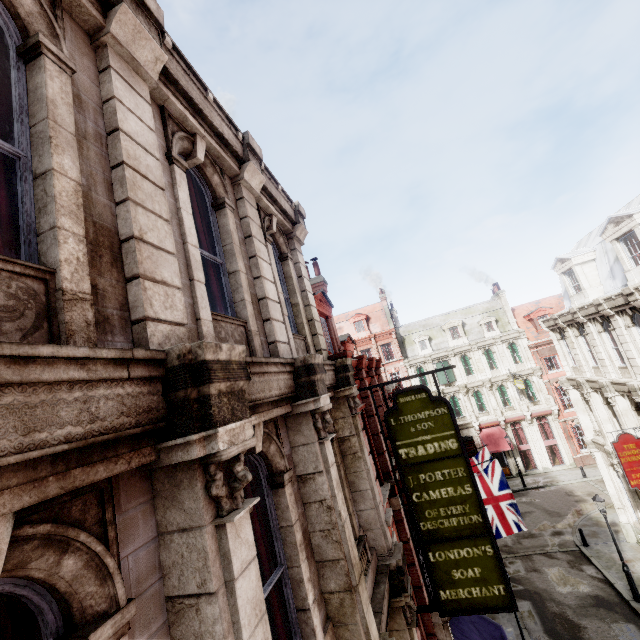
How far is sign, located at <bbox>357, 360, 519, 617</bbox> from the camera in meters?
6.4 m

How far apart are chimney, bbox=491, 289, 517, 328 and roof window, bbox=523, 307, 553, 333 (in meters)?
1.40

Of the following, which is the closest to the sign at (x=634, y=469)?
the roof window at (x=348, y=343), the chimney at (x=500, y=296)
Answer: the roof window at (x=348, y=343)

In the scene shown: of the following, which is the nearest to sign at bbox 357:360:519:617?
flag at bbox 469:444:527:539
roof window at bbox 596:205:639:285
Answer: flag at bbox 469:444:527:539

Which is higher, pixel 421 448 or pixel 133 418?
pixel 133 418

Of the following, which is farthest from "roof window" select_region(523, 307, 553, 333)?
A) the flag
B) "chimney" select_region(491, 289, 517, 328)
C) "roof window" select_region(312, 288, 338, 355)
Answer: "roof window" select_region(312, 288, 338, 355)

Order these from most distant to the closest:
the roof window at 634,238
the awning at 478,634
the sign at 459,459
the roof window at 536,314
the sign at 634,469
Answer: the roof window at 536,314, the sign at 634,469, the roof window at 634,238, the awning at 478,634, the sign at 459,459

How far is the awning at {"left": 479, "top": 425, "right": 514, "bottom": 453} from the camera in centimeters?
3169cm
